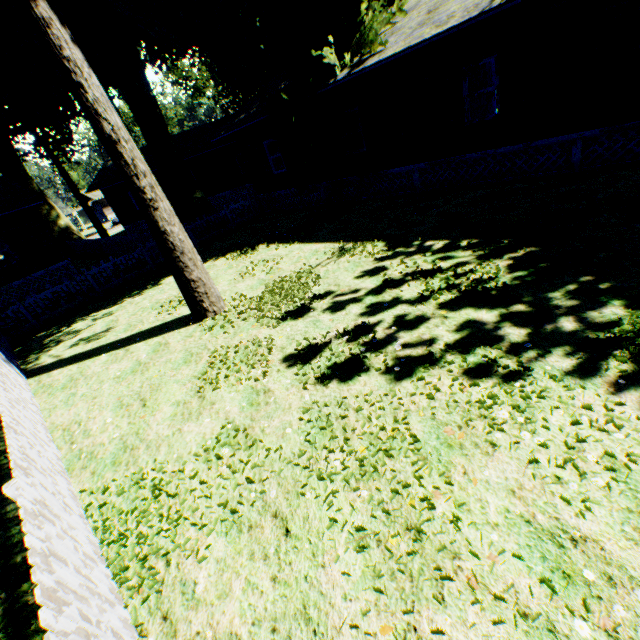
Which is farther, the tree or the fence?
the tree

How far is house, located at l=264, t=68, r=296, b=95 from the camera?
15.3m

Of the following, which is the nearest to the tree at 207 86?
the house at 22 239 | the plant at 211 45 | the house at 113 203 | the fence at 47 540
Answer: the plant at 211 45

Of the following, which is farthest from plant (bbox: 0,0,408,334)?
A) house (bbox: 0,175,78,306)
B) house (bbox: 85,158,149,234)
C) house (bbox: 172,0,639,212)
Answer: house (bbox: 0,175,78,306)

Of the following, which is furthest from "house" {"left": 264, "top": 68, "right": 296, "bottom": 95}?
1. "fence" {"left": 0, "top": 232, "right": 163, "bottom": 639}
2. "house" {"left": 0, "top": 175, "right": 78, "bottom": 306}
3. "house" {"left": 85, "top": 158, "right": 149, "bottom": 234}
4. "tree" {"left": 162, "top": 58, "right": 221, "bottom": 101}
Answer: "tree" {"left": 162, "top": 58, "right": 221, "bottom": 101}

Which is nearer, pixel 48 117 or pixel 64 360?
pixel 64 360

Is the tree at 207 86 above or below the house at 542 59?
above

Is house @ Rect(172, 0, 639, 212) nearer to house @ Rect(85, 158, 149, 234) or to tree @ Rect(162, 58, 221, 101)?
house @ Rect(85, 158, 149, 234)
